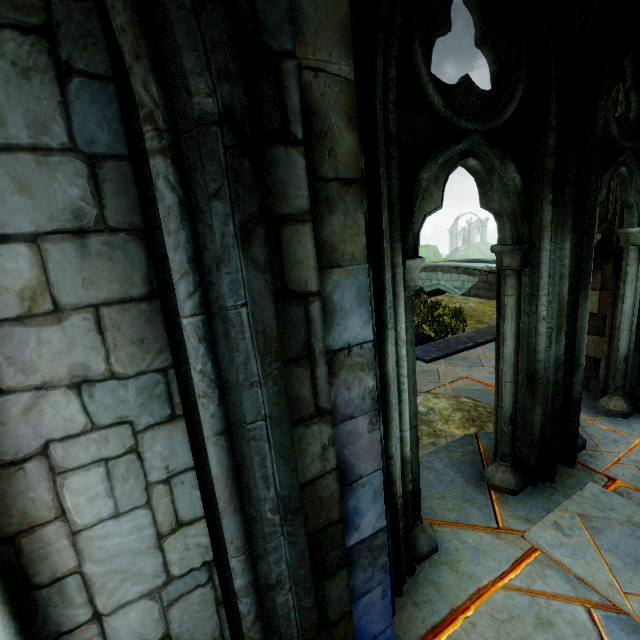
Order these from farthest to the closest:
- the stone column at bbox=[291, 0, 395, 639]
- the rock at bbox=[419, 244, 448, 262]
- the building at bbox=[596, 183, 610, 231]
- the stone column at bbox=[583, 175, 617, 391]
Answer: the rock at bbox=[419, 244, 448, 262] < the building at bbox=[596, 183, 610, 231] < the stone column at bbox=[583, 175, 617, 391] < the stone column at bbox=[291, 0, 395, 639]

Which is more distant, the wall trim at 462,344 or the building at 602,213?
the wall trim at 462,344

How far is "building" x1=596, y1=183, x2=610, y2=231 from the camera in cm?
517

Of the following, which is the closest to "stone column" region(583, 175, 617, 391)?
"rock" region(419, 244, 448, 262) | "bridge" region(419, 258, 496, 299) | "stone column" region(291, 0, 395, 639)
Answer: "stone column" region(291, 0, 395, 639)

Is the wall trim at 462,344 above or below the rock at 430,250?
below

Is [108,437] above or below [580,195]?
below

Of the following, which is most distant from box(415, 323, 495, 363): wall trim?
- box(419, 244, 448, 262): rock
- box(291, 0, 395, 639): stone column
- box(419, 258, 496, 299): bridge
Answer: box(419, 244, 448, 262): rock

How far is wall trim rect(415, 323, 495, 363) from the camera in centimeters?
630cm
